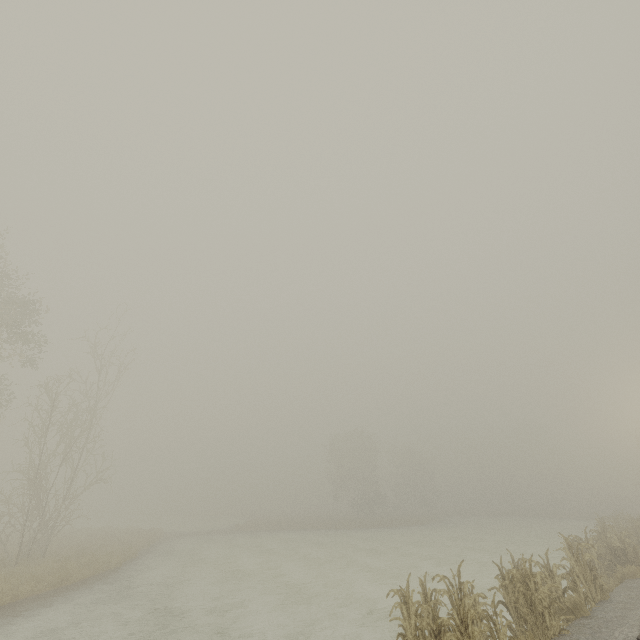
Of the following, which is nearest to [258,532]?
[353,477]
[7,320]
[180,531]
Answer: [180,531]
